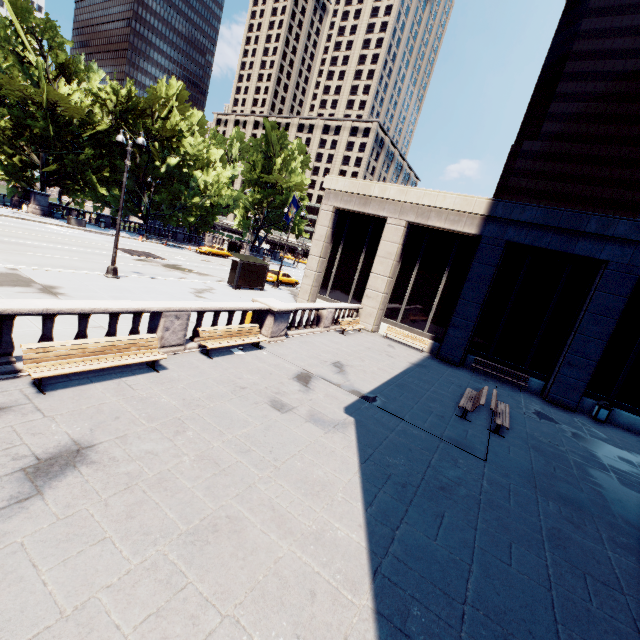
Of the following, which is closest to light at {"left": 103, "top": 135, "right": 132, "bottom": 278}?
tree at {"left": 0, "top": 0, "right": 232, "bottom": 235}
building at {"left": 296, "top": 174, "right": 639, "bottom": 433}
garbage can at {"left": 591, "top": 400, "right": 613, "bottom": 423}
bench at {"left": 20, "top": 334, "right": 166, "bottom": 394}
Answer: bench at {"left": 20, "top": 334, "right": 166, "bottom": 394}

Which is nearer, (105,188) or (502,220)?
(502,220)

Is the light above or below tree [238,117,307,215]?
below

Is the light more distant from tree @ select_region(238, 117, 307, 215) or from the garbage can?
the garbage can

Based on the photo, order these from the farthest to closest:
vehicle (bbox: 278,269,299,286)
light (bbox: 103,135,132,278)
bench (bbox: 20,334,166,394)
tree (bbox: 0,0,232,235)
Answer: vehicle (bbox: 278,269,299,286) < tree (bbox: 0,0,232,235) < light (bbox: 103,135,132,278) < bench (bbox: 20,334,166,394)

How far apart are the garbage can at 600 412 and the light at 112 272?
→ 26.15m

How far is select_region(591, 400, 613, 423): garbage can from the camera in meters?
16.2 m

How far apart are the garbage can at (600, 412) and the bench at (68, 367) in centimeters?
2025cm
